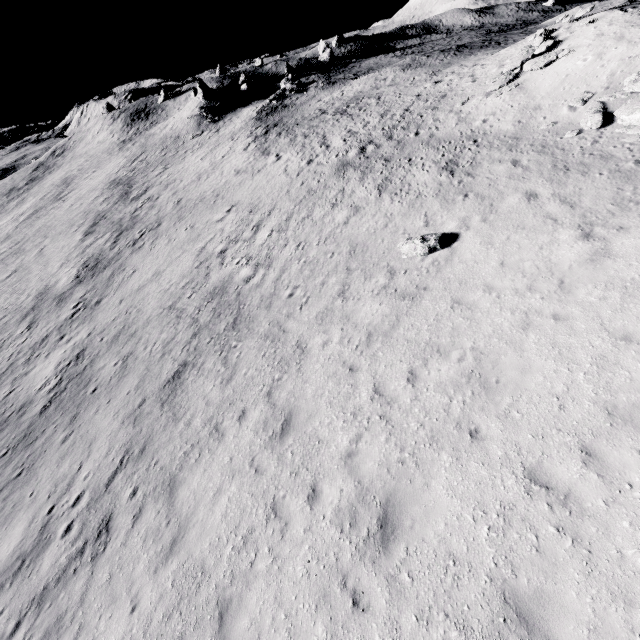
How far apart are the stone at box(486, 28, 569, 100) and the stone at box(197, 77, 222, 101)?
47.5 meters

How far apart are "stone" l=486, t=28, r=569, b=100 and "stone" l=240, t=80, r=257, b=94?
51.5m

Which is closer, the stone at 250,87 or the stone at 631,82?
→ the stone at 631,82

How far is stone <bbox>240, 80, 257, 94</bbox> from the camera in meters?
59.1 m

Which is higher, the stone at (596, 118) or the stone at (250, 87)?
the stone at (250, 87)

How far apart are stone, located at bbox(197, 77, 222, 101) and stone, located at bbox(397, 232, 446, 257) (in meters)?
54.91

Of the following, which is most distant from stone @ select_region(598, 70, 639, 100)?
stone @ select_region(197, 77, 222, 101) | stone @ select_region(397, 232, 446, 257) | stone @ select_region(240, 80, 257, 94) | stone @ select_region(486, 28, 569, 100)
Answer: stone @ select_region(240, 80, 257, 94)

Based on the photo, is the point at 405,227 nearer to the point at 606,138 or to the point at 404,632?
the point at 606,138
